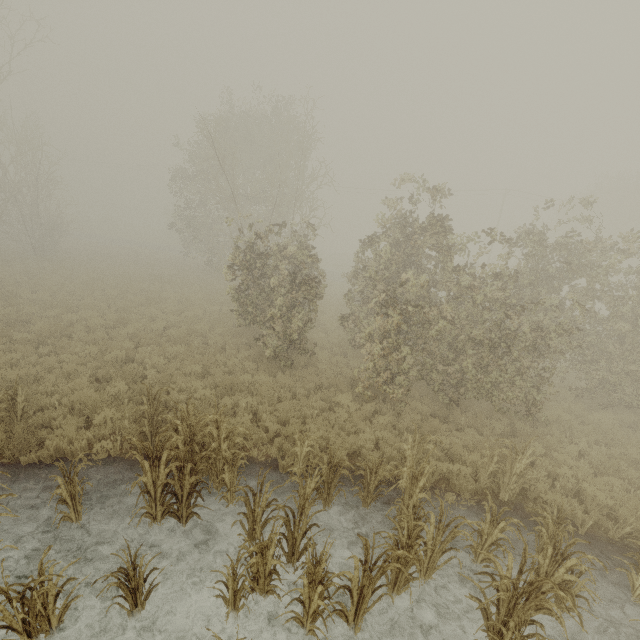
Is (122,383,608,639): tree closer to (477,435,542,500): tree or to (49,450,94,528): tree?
(49,450,94,528): tree

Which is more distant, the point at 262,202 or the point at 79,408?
the point at 262,202

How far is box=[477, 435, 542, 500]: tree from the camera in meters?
6.8 m

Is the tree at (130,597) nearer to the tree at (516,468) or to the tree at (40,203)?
the tree at (516,468)

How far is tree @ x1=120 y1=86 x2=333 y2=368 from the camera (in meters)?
11.25

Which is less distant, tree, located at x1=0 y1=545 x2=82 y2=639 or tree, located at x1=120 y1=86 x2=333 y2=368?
tree, located at x1=0 y1=545 x2=82 y2=639

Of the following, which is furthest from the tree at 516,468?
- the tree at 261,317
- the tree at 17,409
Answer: the tree at 261,317

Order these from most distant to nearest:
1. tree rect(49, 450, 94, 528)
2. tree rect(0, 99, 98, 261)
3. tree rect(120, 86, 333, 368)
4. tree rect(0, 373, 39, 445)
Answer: tree rect(0, 99, 98, 261), tree rect(120, 86, 333, 368), tree rect(0, 373, 39, 445), tree rect(49, 450, 94, 528)
